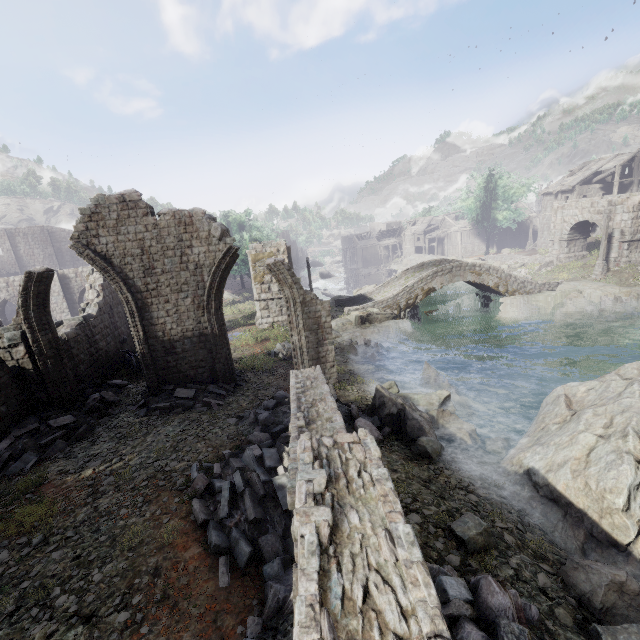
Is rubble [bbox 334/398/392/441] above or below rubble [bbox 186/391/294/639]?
below

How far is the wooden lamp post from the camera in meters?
26.9

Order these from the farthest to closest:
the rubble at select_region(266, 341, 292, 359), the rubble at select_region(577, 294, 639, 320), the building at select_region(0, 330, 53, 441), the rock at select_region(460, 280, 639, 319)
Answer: the rock at select_region(460, 280, 639, 319) → the rubble at select_region(577, 294, 639, 320) → the rubble at select_region(266, 341, 292, 359) → the building at select_region(0, 330, 53, 441)

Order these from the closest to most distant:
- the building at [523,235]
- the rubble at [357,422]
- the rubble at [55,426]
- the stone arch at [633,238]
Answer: the rubble at [55,426] < the rubble at [357,422] < the stone arch at [633,238] < the building at [523,235]

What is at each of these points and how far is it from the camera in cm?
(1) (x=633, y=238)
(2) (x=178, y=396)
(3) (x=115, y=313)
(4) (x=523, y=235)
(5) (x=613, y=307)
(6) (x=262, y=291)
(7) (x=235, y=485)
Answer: (1) stone arch, 2731
(2) rubble, 1188
(3) building, 1912
(4) building, 5528
(5) rubble, 2261
(6) stone arch, 2291
(7) rubble, 695

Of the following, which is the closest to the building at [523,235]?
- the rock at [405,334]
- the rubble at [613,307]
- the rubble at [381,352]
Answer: the rubble at [613,307]

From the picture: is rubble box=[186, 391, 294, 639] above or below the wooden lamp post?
above

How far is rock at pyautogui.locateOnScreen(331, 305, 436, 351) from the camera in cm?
2208
